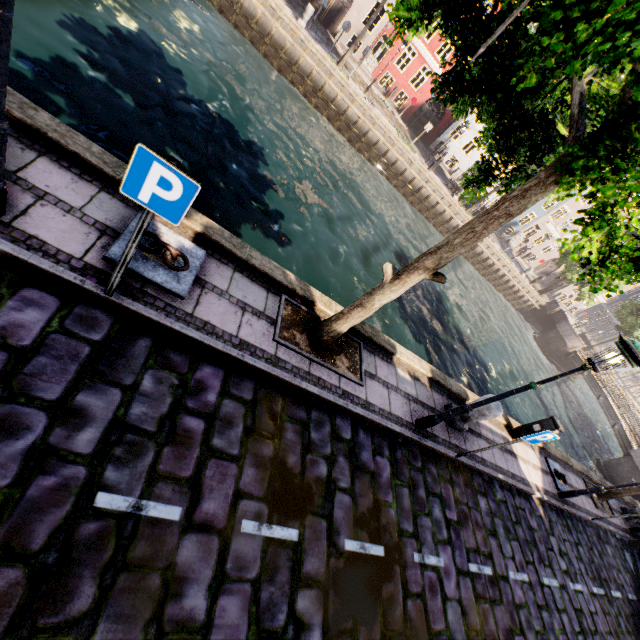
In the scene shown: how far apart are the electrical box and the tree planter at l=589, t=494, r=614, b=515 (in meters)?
5.35

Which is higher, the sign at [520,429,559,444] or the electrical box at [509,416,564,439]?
the sign at [520,429,559,444]

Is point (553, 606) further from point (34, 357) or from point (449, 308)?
point (449, 308)

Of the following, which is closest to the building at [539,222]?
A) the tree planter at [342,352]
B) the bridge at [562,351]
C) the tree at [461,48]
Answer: the tree at [461,48]

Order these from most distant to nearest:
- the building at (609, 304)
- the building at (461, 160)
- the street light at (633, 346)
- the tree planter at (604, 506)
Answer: the building at (609, 304) < the building at (461, 160) < the tree planter at (604, 506) < the street light at (633, 346)

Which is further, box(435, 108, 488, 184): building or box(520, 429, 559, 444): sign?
box(435, 108, 488, 184): building

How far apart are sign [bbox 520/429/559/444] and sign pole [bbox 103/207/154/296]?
6.8m

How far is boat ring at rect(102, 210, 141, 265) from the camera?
3.78m
